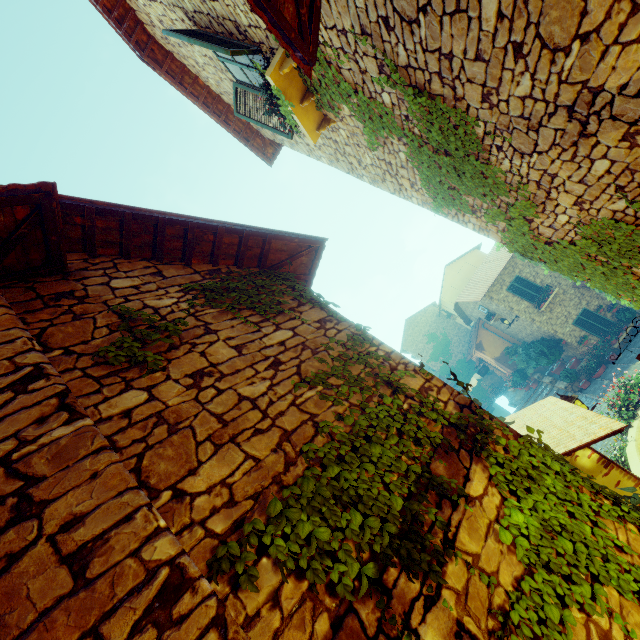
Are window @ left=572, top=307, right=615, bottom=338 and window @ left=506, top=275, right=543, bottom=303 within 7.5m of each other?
yes

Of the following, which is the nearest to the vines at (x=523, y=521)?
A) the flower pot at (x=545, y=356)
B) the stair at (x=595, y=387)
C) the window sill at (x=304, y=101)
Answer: the stair at (x=595, y=387)

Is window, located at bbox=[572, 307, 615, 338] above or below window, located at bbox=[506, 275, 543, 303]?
below

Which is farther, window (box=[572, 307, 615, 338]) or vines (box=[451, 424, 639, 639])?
window (box=[572, 307, 615, 338])

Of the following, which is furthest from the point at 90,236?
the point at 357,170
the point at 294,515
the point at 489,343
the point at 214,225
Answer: the point at 489,343

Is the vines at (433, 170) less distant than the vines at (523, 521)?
No

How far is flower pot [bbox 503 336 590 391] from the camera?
17.2m

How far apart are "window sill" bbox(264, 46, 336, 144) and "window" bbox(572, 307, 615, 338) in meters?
18.7
